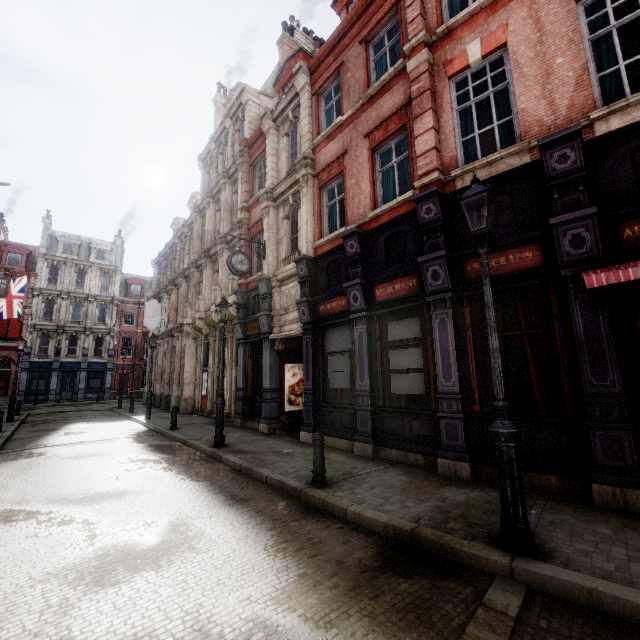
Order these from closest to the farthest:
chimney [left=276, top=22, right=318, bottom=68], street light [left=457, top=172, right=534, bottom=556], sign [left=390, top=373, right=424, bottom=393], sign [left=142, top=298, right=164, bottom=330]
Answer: street light [left=457, top=172, right=534, bottom=556], sign [left=390, top=373, right=424, bottom=393], chimney [left=276, top=22, right=318, bottom=68], sign [left=142, top=298, right=164, bottom=330]

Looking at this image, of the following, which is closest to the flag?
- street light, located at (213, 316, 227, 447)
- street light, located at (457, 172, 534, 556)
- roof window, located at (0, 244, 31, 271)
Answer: roof window, located at (0, 244, 31, 271)

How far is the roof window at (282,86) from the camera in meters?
14.9

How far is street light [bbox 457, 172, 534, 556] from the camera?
3.73m

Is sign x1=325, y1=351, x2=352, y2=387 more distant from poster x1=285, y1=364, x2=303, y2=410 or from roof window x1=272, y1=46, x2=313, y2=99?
roof window x1=272, y1=46, x2=313, y2=99

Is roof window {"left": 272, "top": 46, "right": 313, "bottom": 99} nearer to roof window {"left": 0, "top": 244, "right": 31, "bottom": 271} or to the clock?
the clock

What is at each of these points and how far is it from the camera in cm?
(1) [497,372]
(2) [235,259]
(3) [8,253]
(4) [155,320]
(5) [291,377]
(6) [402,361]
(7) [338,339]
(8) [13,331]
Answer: (1) street light, 410
(2) clock, 1267
(3) roof window, 3519
(4) sign, 2444
(5) poster, 1347
(6) sign, 823
(7) sign, 1020
(8) sign, 3328

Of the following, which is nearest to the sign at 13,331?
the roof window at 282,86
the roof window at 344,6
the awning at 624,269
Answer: the roof window at 282,86
